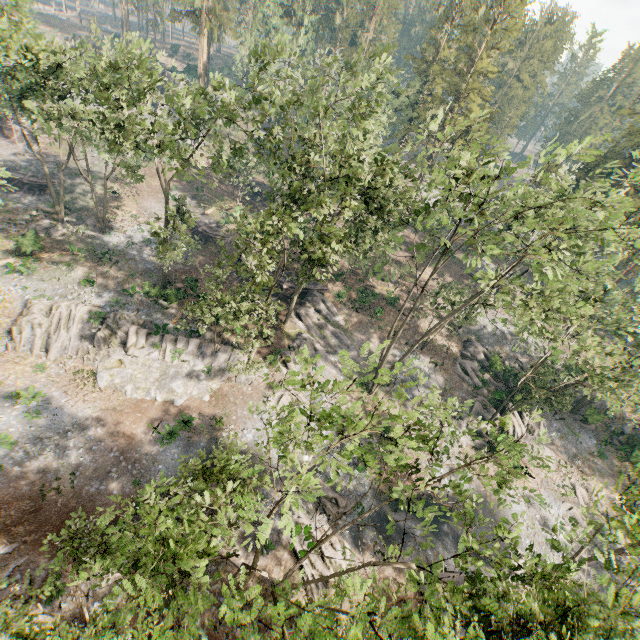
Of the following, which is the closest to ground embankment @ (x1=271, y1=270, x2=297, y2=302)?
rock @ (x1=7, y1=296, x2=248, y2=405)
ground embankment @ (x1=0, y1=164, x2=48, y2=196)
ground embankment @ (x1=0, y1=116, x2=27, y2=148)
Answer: rock @ (x1=7, y1=296, x2=248, y2=405)

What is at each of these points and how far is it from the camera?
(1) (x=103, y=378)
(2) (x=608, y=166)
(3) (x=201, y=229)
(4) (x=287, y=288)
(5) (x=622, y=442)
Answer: (1) rock, 26.84m
(2) foliage, 16.27m
(3) ground embankment, 41.31m
(4) ground embankment, 37.38m
(5) foliage, 37.38m

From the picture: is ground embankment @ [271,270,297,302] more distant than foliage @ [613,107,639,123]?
No

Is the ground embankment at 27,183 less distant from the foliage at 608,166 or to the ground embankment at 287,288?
the foliage at 608,166

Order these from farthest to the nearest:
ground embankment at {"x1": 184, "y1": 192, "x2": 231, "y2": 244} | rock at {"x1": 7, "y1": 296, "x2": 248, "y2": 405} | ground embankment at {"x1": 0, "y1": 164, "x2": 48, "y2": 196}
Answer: ground embankment at {"x1": 184, "y1": 192, "x2": 231, "y2": 244}
ground embankment at {"x1": 0, "y1": 164, "x2": 48, "y2": 196}
rock at {"x1": 7, "y1": 296, "x2": 248, "y2": 405}

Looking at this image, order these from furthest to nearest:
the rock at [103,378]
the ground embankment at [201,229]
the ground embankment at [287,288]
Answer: the ground embankment at [201,229] → the ground embankment at [287,288] → the rock at [103,378]

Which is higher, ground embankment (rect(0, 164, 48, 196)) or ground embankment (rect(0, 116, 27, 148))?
ground embankment (rect(0, 116, 27, 148))

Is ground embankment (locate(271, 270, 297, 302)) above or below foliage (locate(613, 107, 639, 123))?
below
